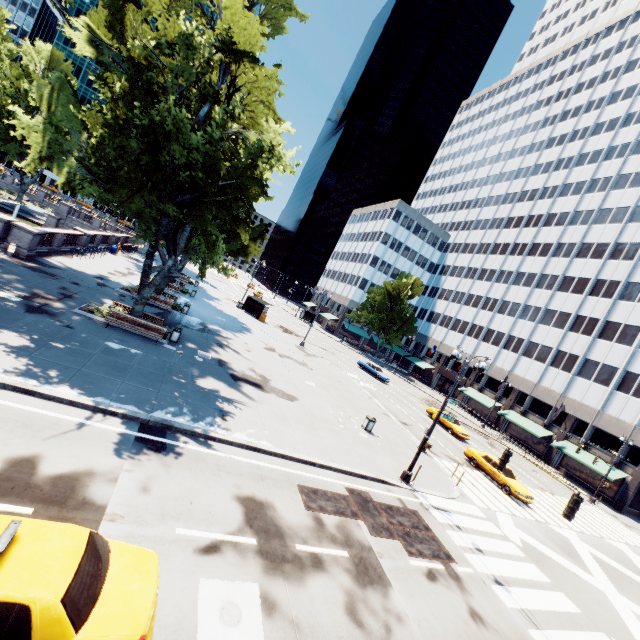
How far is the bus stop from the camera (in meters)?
43.00

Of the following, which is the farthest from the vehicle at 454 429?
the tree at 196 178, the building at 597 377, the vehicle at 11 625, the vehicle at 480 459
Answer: the vehicle at 11 625

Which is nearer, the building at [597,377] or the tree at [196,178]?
the tree at [196,178]

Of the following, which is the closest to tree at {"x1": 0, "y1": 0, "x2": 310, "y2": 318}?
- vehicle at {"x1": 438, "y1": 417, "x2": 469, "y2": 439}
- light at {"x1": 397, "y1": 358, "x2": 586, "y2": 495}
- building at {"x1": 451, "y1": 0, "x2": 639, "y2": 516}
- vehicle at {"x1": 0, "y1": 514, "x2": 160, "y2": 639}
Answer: building at {"x1": 451, "y1": 0, "x2": 639, "y2": 516}

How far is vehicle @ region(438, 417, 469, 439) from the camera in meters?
31.4

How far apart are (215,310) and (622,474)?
47.3 meters

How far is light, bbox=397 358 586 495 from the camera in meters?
11.0 m

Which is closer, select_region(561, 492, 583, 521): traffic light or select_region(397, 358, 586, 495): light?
select_region(561, 492, 583, 521): traffic light
